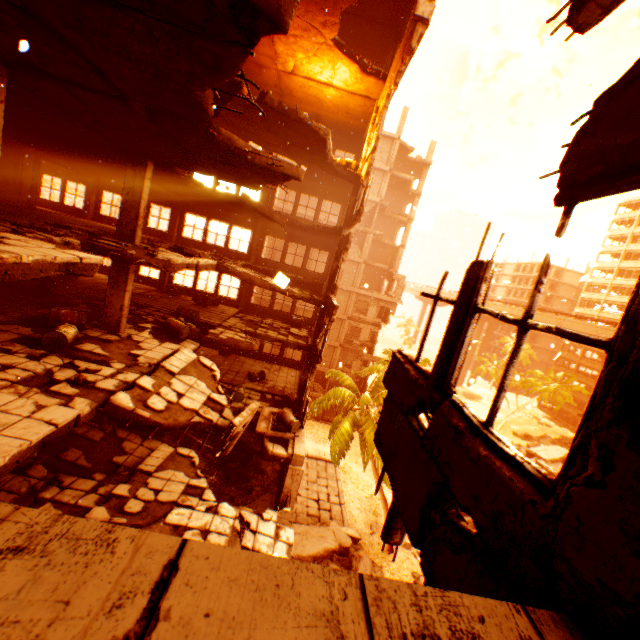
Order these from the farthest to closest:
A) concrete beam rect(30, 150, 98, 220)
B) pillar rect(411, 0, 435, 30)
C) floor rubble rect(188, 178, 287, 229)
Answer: concrete beam rect(30, 150, 98, 220) < floor rubble rect(188, 178, 287, 229) < pillar rect(411, 0, 435, 30)

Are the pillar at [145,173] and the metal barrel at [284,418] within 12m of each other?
yes

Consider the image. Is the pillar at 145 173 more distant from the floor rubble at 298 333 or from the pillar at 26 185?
the pillar at 26 185

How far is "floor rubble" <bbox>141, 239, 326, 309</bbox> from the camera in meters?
10.9

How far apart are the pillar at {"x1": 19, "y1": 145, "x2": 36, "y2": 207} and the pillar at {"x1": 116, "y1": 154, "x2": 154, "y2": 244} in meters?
8.6

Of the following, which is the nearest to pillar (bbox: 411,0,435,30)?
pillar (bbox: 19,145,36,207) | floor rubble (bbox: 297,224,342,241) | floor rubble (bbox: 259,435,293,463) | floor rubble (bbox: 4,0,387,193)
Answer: floor rubble (bbox: 4,0,387,193)

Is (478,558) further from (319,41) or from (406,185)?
(406,185)

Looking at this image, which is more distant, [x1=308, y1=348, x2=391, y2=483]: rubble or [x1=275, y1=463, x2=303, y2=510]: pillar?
[x1=308, y1=348, x2=391, y2=483]: rubble
